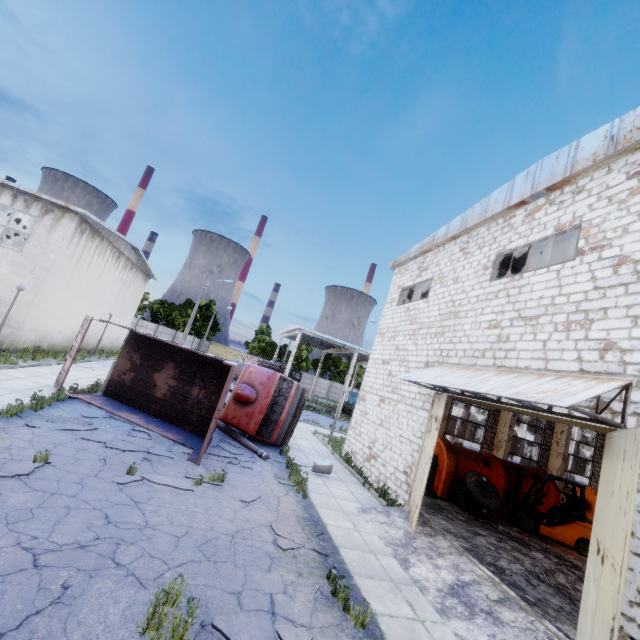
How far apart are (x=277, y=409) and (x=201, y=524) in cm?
781

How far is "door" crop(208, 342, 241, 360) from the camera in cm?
5774

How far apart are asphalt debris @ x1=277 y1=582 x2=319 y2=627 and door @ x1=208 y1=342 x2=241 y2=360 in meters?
55.0

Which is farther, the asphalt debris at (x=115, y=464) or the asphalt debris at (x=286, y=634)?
the asphalt debris at (x=115, y=464)

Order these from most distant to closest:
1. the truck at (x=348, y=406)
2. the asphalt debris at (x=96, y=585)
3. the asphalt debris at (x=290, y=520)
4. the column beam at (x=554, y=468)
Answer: the truck at (x=348, y=406)
the column beam at (x=554, y=468)
the asphalt debris at (x=290, y=520)
the asphalt debris at (x=96, y=585)

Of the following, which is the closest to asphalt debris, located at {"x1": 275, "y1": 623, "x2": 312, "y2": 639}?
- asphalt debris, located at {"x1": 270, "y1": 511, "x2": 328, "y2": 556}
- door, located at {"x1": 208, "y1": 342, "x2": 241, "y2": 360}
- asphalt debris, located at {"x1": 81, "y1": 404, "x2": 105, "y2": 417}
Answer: asphalt debris, located at {"x1": 270, "y1": 511, "x2": 328, "y2": 556}

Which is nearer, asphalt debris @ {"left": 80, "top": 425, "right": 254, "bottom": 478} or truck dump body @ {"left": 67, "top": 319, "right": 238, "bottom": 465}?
asphalt debris @ {"left": 80, "top": 425, "right": 254, "bottom": 478}

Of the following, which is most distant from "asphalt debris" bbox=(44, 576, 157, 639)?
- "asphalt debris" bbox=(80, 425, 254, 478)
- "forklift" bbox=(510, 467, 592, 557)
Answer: "forklift" bbox=(510, 467, 592, 557)
